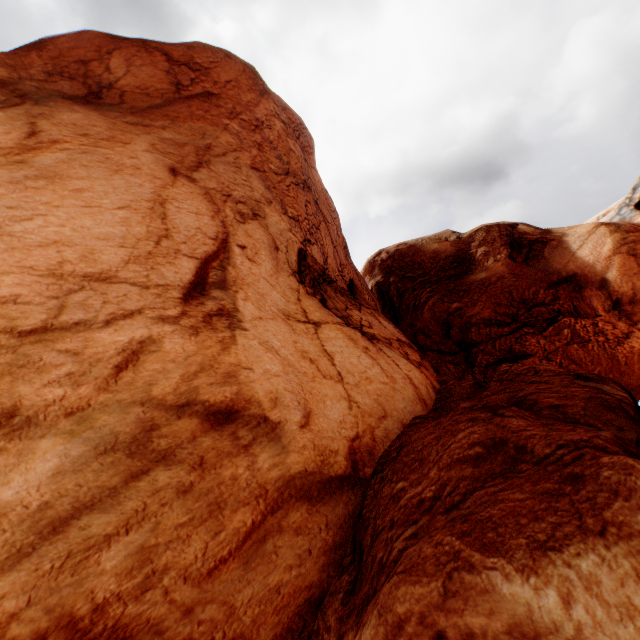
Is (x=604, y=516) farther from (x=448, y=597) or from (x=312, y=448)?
(x=312, y=448)
